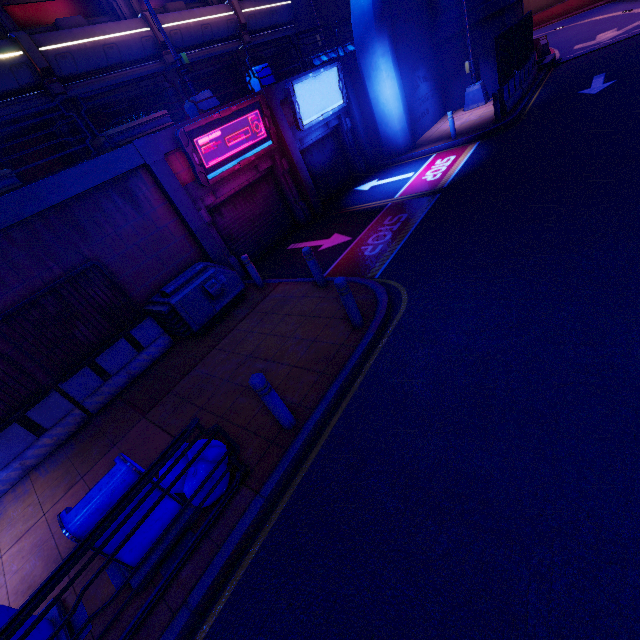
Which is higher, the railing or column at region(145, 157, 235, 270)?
column at region(145, 157, 235, 270)

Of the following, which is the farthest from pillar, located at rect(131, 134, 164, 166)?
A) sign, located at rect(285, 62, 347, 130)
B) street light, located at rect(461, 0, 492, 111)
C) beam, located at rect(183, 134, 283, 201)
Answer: street light, located at rect(461, 0, 492, 111)

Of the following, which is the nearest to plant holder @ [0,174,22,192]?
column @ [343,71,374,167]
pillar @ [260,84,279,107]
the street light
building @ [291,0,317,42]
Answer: pillar @ [260,84,279,107]

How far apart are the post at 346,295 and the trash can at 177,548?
3.73m

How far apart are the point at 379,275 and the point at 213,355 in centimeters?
440cm

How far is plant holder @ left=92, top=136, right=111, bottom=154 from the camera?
8.4 meters

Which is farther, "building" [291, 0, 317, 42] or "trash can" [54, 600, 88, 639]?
"building" [291, 0, 317, 42]

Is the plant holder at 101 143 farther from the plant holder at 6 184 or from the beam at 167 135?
the plant holder at 6 184
